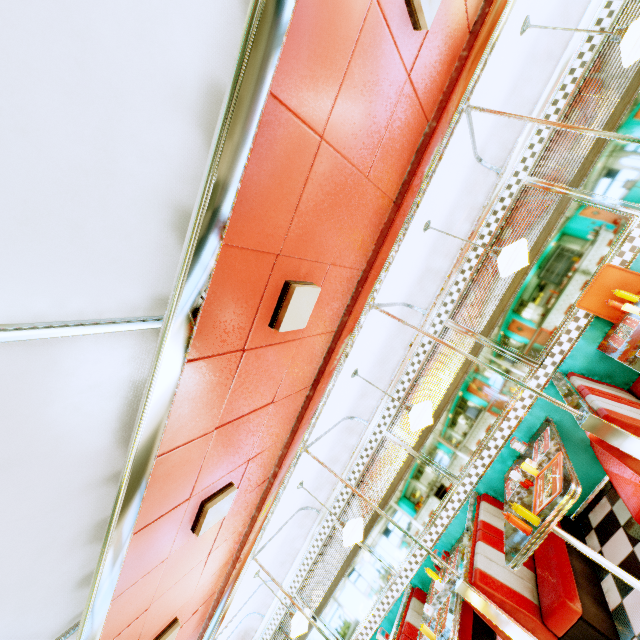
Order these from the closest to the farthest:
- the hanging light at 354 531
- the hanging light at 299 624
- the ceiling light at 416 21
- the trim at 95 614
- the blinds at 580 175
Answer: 1. the trim at 95 614
2. the ceiling light at 416 21
3. the blinds at 580 175
4. the hanging light at 354 531
5. the hanging light at 299 624

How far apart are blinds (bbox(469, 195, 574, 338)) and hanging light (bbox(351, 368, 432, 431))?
1.24m

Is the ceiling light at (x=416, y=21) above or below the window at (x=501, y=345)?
above

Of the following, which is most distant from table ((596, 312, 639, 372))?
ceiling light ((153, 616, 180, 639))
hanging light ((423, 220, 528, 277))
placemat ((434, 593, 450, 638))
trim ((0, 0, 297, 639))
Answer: ceiling light ((153, 616, 180, 639))

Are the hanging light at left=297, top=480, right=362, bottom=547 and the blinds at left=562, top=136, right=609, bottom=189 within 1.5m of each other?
no

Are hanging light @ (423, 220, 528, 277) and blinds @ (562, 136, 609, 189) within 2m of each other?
yes

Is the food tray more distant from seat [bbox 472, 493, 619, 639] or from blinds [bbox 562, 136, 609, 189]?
seat [bbox 472, 493, 619, 639]

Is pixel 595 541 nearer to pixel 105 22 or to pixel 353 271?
pixel 353 271
